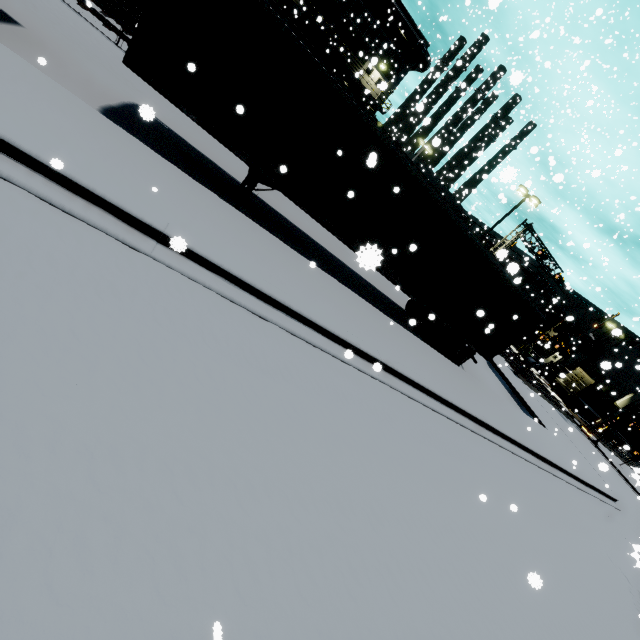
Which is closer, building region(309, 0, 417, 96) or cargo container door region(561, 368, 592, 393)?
building region(309, 0, 417, 96)

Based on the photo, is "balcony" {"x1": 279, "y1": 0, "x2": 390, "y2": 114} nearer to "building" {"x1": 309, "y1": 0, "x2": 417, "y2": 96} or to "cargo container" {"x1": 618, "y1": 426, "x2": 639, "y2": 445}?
"building" {"x1": 309, "y1": 0, "x2": 417, "y2": 96}

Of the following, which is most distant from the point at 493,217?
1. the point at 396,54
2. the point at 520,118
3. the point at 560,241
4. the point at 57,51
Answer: the point at 57,51

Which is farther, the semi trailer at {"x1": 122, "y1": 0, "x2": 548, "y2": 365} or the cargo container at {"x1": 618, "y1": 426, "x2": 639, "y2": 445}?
the cargo container at {"x1": 618, "y1": 426, "x2": 639, "y2": 445}

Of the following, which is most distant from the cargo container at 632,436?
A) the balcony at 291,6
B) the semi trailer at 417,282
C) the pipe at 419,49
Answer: the balcony at 291,6

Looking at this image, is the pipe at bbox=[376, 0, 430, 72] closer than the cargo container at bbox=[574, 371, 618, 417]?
Yes

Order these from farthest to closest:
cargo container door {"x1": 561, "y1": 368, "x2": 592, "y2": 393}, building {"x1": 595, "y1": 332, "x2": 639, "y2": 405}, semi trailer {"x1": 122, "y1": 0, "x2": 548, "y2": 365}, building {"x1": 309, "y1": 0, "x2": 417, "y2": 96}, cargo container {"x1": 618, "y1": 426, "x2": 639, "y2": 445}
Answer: building {"x1": 595, "y1": 332, "x2": 639, "y2": 405}
cargo container {"x1": 618, "y1": 426, "x2": 639, "y2": 445}
cargo container door {"x1": 561, "y1": 368, "x2": 592, "y2": 393}
building {"x1": 309, "y1": 0, "x2": 417, "y2": 96}
semi trailer {"x1": 122, "y1": 0, "x2": 548, "y2": 365}

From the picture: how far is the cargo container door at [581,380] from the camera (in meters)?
39.20
